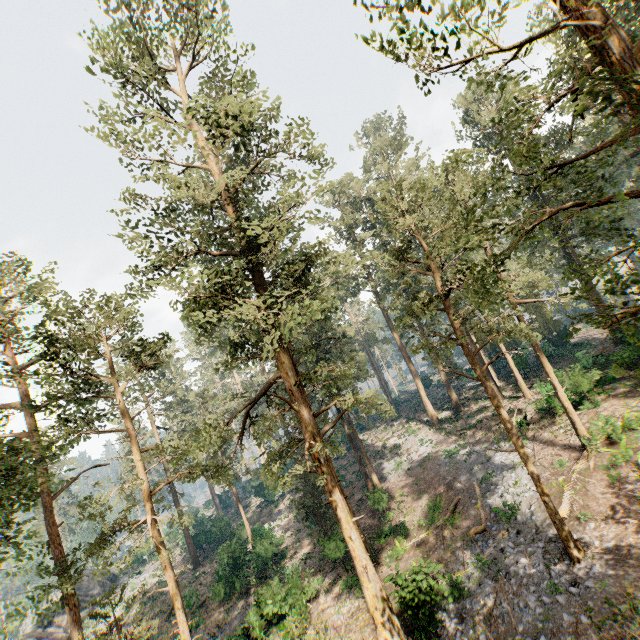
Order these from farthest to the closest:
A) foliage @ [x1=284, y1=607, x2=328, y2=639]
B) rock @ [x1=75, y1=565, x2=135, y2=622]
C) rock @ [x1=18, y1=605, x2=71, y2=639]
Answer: rock @ [x1=75, y1=565, x2=135, y2=622] < rock @ [x1=18, y1=605, x2=71, y2=639] < foliage @ [x1=284, y1=607, x2=328, y2=639]

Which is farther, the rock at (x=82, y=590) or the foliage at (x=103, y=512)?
the rock at (x=82, y=590)

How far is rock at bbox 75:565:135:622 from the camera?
37.91m

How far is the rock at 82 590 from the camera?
37.9 meters

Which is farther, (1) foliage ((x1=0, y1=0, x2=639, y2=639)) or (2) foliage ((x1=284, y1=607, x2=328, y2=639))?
(2) foliage ((x1=284, y1=607, x2=328, y2=639))

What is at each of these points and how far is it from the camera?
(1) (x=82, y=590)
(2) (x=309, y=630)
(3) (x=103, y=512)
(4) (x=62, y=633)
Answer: (1) rock, 42.9 meters
(2) foliage, 19.2 meters
(3) foliage, 15.0 meters
(4) rock, 32.1 meters

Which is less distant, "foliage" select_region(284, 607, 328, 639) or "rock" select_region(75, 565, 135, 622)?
"foliage" select_region(284, 607, 328, 639)
